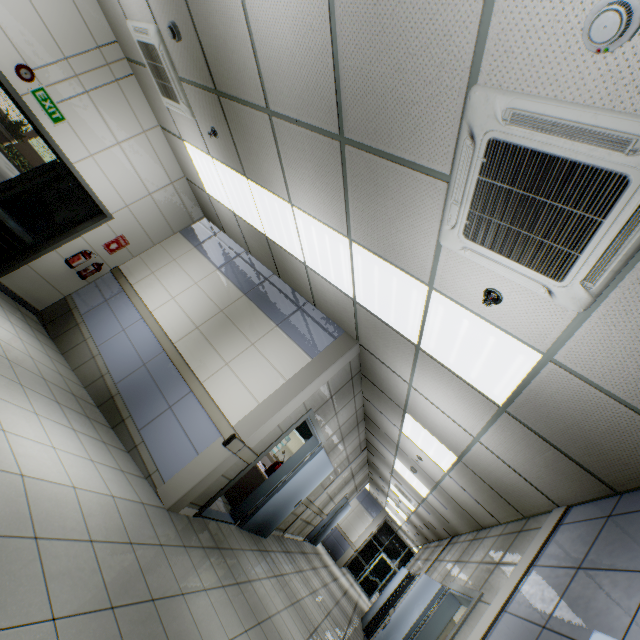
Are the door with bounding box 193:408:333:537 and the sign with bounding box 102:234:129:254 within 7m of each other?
yes

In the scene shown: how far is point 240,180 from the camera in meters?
4.6

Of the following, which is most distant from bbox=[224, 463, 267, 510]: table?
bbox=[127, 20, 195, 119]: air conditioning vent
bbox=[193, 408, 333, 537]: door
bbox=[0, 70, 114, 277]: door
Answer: bbox=[127, 20, 195, 119]: air conditioning vent

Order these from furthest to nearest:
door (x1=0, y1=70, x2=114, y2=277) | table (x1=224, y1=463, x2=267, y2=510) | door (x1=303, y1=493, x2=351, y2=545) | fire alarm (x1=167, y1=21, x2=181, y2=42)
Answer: door (x1=303, y1=493, x2=351, y2=545) → table (x1=224, y1=463, x2=267, y2=510) → door (x1=0, y1=70, x2=114, y2=277) → fire alarm (x1=167, y1=21, x2=181, y2=42)

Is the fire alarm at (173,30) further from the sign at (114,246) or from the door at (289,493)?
the door at (289,493)

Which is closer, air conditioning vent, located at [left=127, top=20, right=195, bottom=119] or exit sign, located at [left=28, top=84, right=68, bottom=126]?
air conditioning vent, located at [left=127, top=20, right=195, bottom=119]

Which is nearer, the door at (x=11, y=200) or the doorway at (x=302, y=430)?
the door at (x=11, y=200)

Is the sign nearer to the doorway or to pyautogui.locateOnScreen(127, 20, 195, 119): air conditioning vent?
pyautogui.locateOnScreen(127, 20, 195, 119): air conditioning vent
